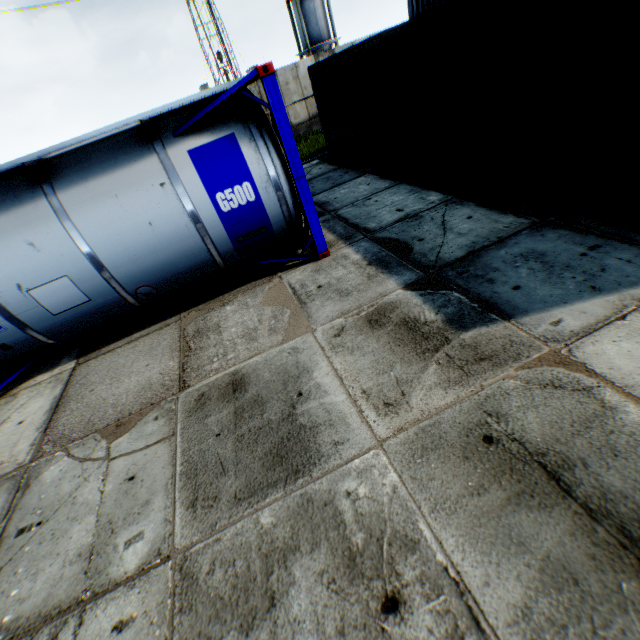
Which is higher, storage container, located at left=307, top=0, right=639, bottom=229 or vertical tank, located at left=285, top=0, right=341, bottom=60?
vertical tank, located at left=285, top=0, right=341, bottom=60

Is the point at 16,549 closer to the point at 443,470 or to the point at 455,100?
the point at 443,470

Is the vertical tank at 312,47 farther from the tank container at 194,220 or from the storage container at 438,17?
the tank container at 194,220

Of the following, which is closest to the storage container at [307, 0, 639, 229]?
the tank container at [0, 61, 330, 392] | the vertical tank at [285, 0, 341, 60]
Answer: the tank container at [0, 61, 330, 392]

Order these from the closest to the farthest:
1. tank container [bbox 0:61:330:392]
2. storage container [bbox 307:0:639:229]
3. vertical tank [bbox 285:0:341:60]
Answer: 1. storage container [bbox 307:0:639:229]
2. tank container [bbox 0:61:330:392]
3. vertical tank [bbox 285:0:341:60]

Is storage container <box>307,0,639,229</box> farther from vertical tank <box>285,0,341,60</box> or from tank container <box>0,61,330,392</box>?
vertical tank <box>285,0,341,60</box>

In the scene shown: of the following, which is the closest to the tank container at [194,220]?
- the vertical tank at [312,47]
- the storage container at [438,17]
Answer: the storage container at [438,17]
